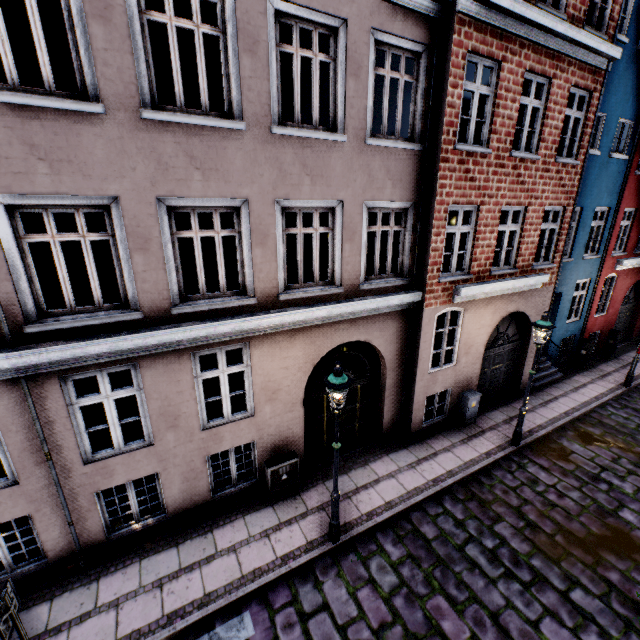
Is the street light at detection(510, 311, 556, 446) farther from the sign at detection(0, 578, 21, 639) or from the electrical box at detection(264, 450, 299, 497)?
the sign at detection(0, 578, 21, 639)

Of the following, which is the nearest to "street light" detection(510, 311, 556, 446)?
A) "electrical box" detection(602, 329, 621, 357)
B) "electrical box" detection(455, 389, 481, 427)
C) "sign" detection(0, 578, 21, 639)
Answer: "electrical box" detection(455, 389, 481, 427)

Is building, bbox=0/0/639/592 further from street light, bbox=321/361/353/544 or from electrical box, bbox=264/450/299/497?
street light, bbox=321/361/353/544

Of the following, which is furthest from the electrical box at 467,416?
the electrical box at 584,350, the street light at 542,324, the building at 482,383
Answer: Answer: the electrical box at 584,350

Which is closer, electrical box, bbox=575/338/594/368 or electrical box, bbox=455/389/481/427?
electrical box, bbox=455/389/481/427

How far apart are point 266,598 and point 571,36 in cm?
1359

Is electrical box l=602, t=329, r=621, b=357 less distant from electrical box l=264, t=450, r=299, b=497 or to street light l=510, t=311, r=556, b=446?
street light l=510, t=311, r=556, b=446

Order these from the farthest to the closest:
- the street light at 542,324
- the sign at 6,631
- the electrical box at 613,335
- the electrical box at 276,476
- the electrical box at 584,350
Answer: the electrical box at 613,335
the electrical box at 584,350
the street light at 542,324
the electrical box at 276,476
the sign at 6,631
